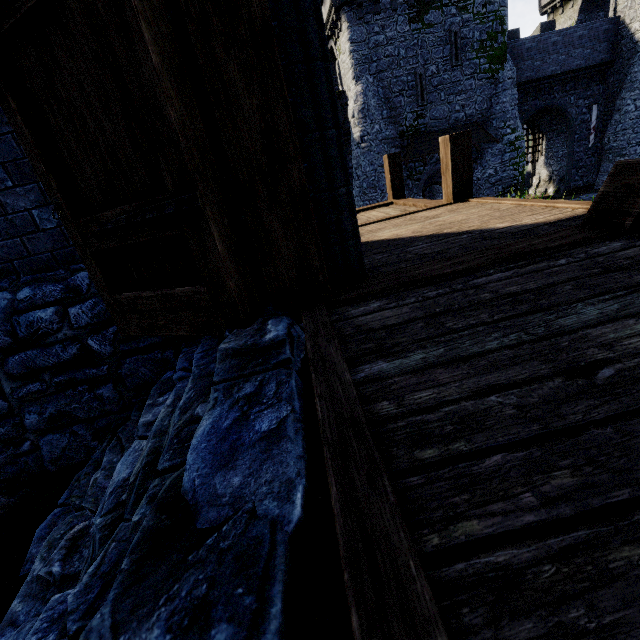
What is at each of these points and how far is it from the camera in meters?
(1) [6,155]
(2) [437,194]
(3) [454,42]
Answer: (1) building, 2.7
(2) building, 29.7
(3) window slit, 19.4

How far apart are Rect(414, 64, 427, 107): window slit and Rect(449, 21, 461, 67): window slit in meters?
1.5

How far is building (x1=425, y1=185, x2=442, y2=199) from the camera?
29.0m

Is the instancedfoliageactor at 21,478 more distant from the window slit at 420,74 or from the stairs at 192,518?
the window slit at 420,74

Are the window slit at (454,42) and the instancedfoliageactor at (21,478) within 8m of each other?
no

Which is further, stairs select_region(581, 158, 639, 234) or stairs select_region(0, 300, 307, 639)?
stairs select_region(581, 158, 639, 234)

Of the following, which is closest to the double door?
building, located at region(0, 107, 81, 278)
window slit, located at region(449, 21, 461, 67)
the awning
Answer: building, located at region(0, 107, 81, 278)

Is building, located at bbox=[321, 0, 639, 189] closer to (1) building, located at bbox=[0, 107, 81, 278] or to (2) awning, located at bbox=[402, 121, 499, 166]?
(2) awning, located at bbox=[402, 121, 499, 166]
